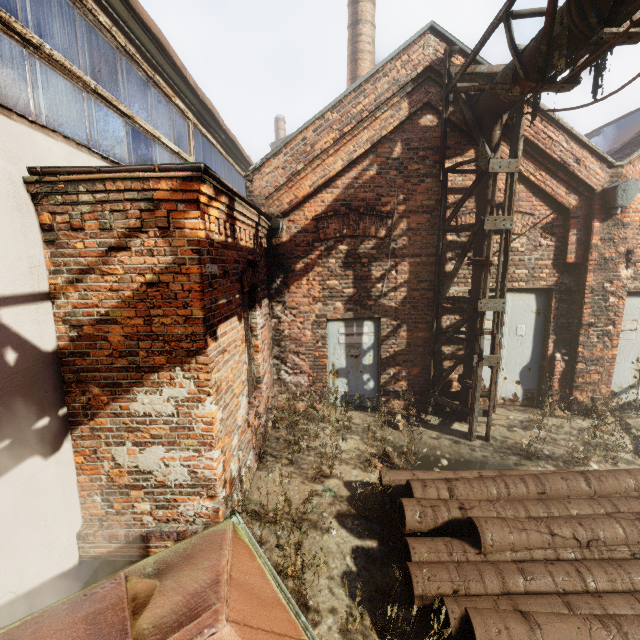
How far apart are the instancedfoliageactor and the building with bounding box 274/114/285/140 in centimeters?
3034cm

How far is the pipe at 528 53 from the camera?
4.0 meters

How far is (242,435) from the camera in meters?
4.3

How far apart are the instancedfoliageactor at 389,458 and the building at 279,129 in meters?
30.3

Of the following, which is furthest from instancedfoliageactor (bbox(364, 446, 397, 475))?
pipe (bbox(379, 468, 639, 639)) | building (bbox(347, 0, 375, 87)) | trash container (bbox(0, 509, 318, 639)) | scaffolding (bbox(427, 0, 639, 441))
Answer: building (bbox(347, 0, 375, 87))

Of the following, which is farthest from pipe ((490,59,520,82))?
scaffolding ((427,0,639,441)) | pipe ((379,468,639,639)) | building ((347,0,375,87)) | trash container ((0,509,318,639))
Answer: building ((347,0,375,87))

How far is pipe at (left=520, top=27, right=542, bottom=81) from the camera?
4.0 meters

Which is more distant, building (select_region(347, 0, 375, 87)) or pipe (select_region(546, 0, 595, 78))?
building (select_region(347, 0, 375, 87))
